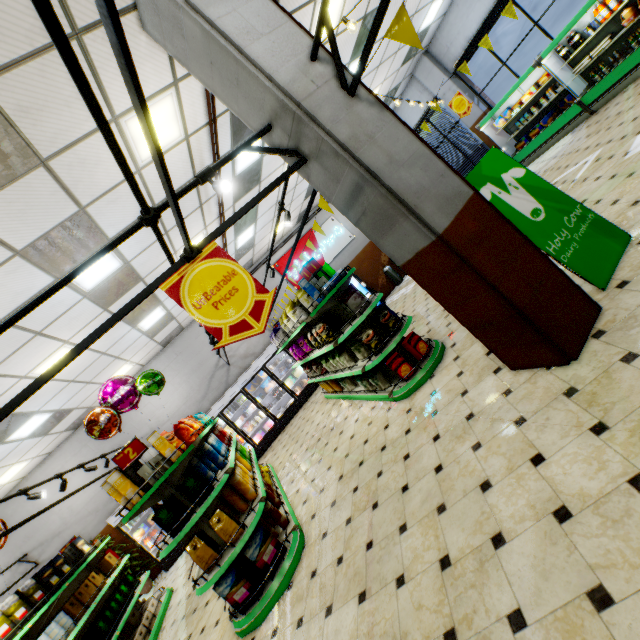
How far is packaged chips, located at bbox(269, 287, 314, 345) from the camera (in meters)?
5.35

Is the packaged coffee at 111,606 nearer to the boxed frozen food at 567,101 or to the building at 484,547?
the building at 484,547

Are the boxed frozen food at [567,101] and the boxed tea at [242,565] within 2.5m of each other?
no

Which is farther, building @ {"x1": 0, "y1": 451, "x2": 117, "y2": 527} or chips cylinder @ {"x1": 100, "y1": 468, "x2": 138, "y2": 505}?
building @ {"x1": 0, "y1": 451, "x2": 117, "y2": 527}

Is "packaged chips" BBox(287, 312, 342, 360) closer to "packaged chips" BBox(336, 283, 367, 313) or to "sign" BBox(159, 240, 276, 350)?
"packaged chips" BBox(336, 283, 367, 313)

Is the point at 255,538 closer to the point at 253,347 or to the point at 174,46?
the point at 174,46

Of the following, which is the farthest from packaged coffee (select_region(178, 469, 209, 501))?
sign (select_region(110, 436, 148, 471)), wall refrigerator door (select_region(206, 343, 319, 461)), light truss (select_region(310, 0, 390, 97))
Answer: wall refrigerator door (select_region(206, 343, 319, 461))

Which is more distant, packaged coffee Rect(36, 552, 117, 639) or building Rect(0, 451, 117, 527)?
building Rect(0, 451, 117, 527)
